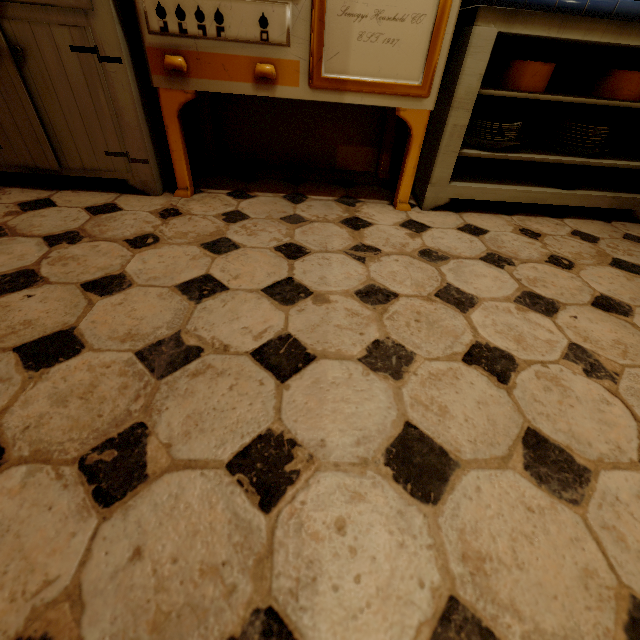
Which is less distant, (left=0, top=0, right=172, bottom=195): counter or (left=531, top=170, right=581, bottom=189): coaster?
(left=0, top=0, right=172, bottom=195): counter

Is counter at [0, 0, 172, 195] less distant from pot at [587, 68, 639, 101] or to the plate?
the plate

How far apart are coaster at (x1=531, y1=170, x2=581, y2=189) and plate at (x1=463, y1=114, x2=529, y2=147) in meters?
0.2

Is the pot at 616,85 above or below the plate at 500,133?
above

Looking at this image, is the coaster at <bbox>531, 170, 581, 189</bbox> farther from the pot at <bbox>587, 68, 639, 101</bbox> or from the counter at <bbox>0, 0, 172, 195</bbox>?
the counter at <bbox>0, 0, 172, 195</bbox>

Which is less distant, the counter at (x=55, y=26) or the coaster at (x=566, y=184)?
the counter at (x=55, y=26)

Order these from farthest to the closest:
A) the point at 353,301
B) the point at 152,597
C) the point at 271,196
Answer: the point at 271,196 → the point at 353,301 → the point at 152,597

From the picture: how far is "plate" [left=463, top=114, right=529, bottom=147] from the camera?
1.5 meters
